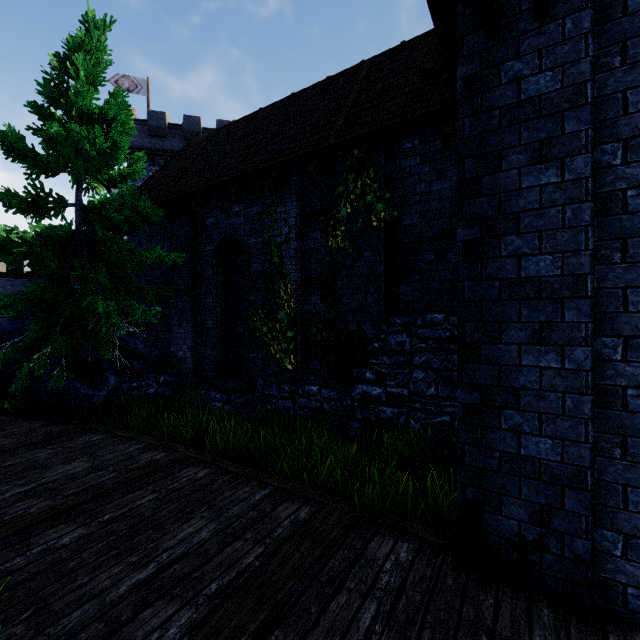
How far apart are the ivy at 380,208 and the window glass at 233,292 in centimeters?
275cm

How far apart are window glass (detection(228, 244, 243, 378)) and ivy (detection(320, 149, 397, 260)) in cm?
275

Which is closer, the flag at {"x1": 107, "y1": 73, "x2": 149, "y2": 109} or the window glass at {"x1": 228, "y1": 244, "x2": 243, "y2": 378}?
the window glass at {"x1": 228, "y1": 244, "x2": 243, "y2": 378}

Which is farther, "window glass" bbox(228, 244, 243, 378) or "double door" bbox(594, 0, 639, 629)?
"window glass" bbox(228, 244, 243, 378)

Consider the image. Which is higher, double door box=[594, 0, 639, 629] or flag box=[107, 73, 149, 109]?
flag box=[107, 73, 149, 109]

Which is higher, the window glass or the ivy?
the ivy

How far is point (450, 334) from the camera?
5.7m

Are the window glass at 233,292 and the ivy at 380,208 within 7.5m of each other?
yes
